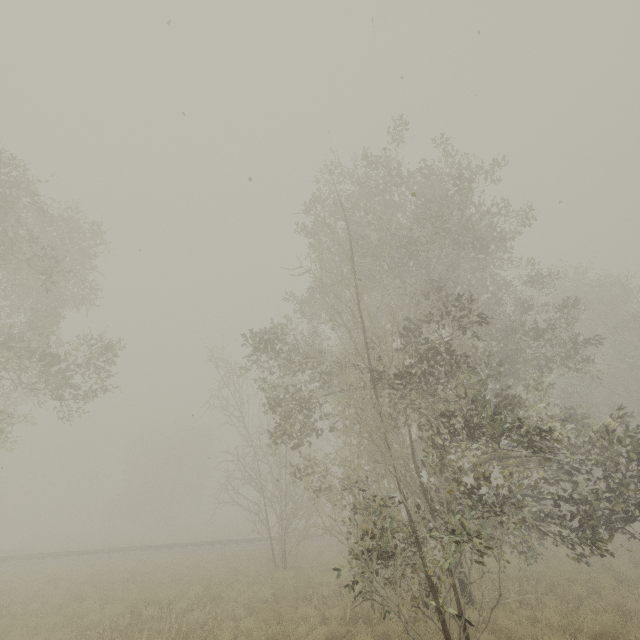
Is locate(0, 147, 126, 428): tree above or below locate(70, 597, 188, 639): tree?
above

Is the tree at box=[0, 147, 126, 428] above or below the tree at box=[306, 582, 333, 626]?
above

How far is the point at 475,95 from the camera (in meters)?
4.16

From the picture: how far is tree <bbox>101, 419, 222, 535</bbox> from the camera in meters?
43.9

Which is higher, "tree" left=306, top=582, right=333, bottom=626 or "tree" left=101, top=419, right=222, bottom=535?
"tree" left=101, top=419, right=222, bottom=535

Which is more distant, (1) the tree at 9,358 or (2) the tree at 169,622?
(1) the tree at 9,358

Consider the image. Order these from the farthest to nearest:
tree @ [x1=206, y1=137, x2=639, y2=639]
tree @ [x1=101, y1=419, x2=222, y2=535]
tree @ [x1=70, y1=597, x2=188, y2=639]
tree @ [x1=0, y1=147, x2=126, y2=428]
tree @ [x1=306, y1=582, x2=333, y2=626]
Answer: tree @ [x1=101, y1=419, x2=222, y2=535], tree @ [x1=0, y1=147, x2=126, y2=428], tree @ [x1=306, y1=582, x2=333, y2=626], tree @ [x1=70, y1=597, x2=188, y2=639], tree @ [x1=206, y1=137, x2=639, y2=639]

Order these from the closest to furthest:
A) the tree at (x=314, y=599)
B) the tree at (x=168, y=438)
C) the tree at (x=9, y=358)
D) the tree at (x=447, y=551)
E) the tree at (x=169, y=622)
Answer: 1. the tree at (x=447, y=551)
2. the tree at (x=169, y=622)
3. the tree at (x=314, y=599)
4. the tree at (x=9, y=358)
5. the tree at (x=168, y=438)
